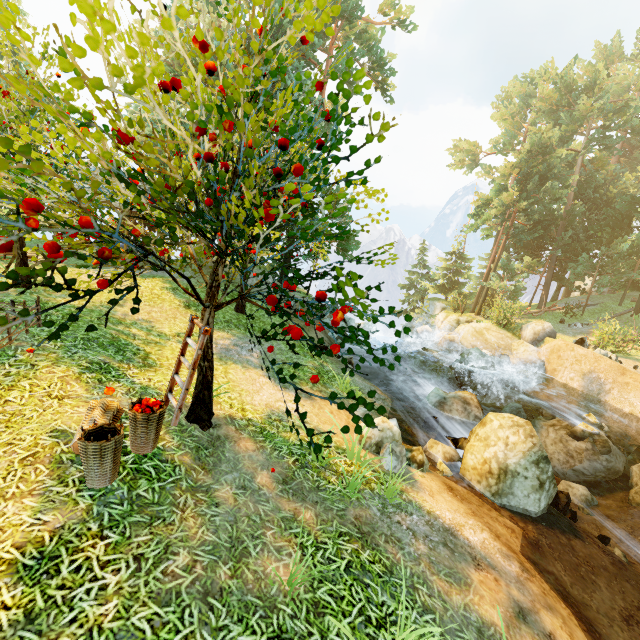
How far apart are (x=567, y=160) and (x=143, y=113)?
41.2m

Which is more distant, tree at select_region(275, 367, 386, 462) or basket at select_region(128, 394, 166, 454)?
basket at select_region(128, 394, 166, 454)

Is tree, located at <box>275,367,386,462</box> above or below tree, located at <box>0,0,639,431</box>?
below

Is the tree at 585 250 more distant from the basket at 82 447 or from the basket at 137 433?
the basket at 82 447

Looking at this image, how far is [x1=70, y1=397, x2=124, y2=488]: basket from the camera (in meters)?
3.81

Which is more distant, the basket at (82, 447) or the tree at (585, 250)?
the basket at (82, 447)

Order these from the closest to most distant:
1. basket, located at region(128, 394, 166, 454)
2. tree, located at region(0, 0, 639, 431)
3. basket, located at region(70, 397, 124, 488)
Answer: tree, located at region(0, 0, 639, 431), basket, located at region(70, 397, 124, 488), basket, located at region(128, 394, 166, 454)

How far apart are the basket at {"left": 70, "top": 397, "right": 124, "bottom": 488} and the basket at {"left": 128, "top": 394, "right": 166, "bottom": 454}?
0.2 meters
